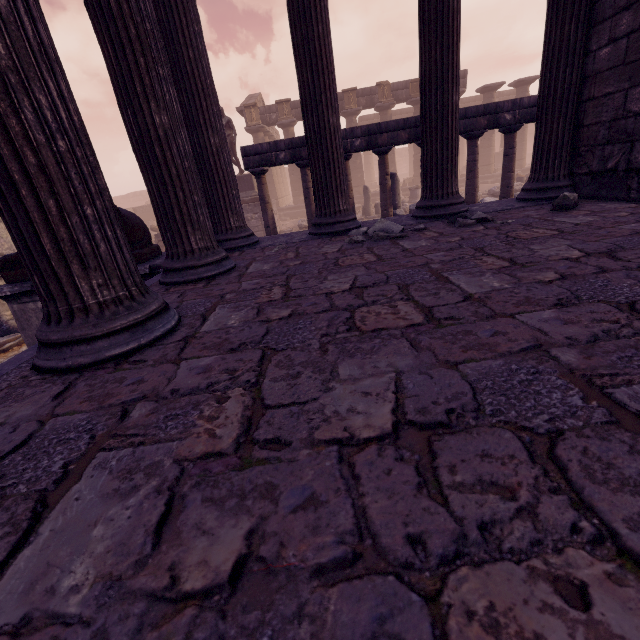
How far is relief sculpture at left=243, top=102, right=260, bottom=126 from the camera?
21.2m

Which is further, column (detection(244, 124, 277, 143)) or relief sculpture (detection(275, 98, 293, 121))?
column (detection(244, 124, 277, 143))

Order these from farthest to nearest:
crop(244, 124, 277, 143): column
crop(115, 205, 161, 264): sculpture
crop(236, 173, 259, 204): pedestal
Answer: crop(244, 124, 277, 143): column < crop(236, 173, 259, 204): pedestal < crop(115, 205, 161, 264): sculpture

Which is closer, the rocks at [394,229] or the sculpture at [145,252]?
the rocks at [394,229]

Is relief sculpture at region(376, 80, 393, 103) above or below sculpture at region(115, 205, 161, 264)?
above

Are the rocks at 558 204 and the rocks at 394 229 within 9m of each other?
yes

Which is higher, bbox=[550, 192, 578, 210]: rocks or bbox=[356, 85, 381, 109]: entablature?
bbox=[356, 85, 381, 109]: entablature

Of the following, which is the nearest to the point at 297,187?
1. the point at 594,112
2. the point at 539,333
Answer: the point at 594,112
